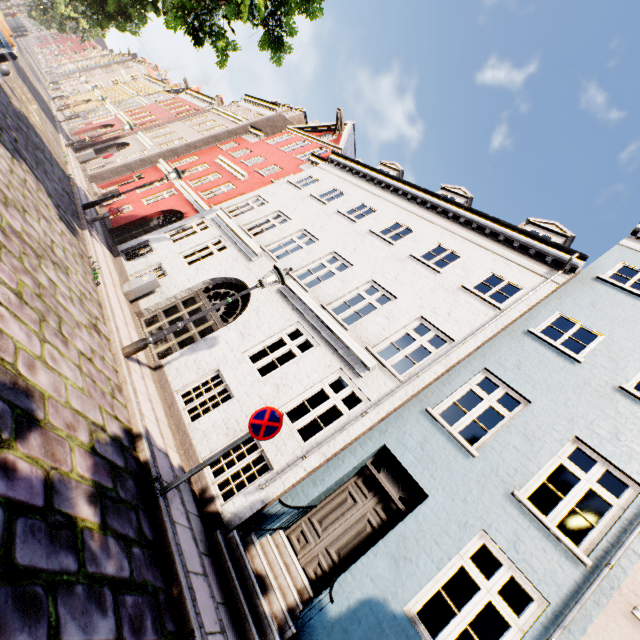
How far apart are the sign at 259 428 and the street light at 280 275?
2.9m

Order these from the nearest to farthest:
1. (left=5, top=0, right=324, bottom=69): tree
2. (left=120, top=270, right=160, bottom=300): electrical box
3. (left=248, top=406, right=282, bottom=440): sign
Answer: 1. (left=248, top=406, right=282, bottom=440): sign
2. (left=5, top=0, right=324, bottom=69): tree
3. (left=120, top=270, right=160, bottom=300): electrical box

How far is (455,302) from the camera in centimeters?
867cm

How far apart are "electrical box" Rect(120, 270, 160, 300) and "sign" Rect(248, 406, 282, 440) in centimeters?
723cm

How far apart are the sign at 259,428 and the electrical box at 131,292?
7.2 meters

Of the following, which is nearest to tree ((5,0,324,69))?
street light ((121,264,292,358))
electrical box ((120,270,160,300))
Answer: street light ((121,264,292,358))

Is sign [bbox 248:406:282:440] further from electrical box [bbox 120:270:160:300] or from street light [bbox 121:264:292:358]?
electrical box [bbox 120:270:160:300]

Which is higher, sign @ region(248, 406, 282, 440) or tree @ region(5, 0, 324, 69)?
tree @ region(5, 0, 324, 69)
